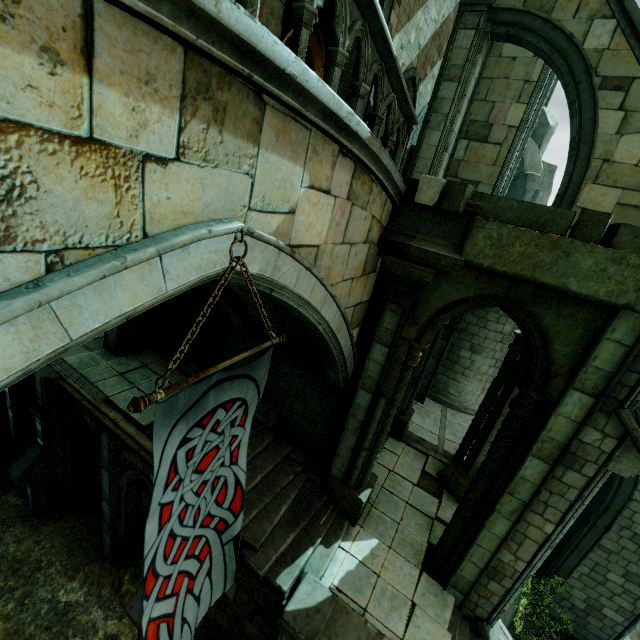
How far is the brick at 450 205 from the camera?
5.3 meters

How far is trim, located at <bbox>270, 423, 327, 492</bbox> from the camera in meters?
8.5 m

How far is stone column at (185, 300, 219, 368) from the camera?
9.6 meters

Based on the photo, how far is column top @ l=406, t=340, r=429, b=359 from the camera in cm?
651

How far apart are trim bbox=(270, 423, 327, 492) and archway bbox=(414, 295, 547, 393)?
4.7 meters

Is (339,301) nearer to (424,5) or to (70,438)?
(70,438)

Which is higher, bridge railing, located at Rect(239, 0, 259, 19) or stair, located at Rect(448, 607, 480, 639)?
bridge railing, located at Rect(239, 0, 259, 19)

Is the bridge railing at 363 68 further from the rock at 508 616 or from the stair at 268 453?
the rock at 508 616
